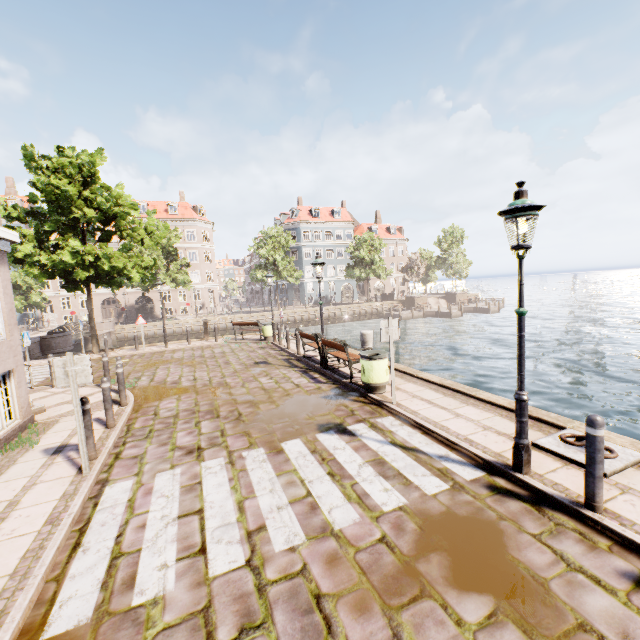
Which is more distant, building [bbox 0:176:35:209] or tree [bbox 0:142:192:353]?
building [bbox 0:176:35:209]

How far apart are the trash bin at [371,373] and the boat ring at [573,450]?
3.36m

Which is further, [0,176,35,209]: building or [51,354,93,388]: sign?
[0,176,35,209]: building

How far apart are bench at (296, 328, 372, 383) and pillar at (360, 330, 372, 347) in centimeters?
86cm

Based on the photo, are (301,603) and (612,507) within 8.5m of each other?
yes

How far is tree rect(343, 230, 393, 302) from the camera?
45.0 meters

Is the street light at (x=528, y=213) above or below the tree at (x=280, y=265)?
below

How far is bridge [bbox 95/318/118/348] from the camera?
30.7m
